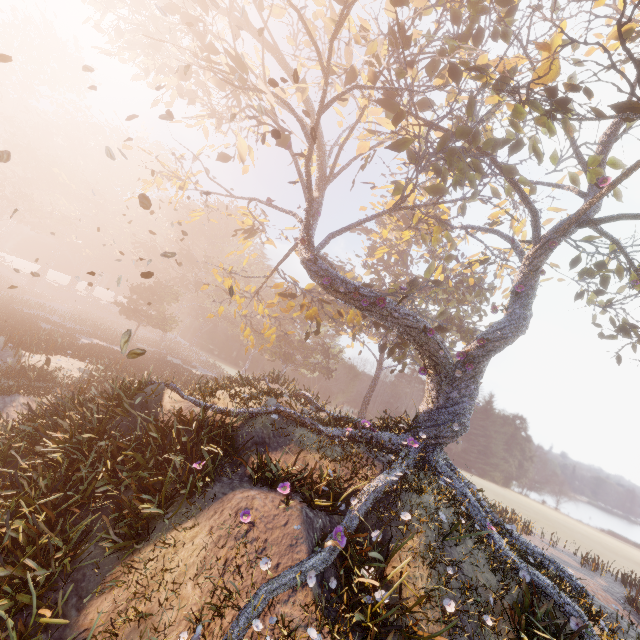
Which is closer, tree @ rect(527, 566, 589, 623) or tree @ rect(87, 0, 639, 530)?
tree @ rect(527, 566, 589, 623)

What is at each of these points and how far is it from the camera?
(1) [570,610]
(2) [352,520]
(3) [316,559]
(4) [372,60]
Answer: (1) tree, 7.2m
(2) tree, 7.8m
(3) tree, 6.4m
(4) tree, 11.7m

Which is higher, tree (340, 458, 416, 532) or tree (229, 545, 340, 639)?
tree (340, 458, 416, 532)

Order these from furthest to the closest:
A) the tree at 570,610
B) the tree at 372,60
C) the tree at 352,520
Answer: the tree at 372,60 < the tree at 352,520 < the tree at 570,610

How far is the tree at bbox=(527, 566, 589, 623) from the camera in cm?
712

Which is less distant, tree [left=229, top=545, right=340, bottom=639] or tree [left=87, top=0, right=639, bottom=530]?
tree [left=229, top=545, right=340, bottom=639]

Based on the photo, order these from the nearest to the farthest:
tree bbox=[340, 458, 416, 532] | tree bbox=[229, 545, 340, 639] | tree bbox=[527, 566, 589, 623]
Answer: tree bbox=[229, 545, 340, 639]
tree bbox=[527, 566, 589, 623]
tree bbox=[340, 458, 416, 532]

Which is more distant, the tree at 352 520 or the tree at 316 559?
the tree at 352 520
